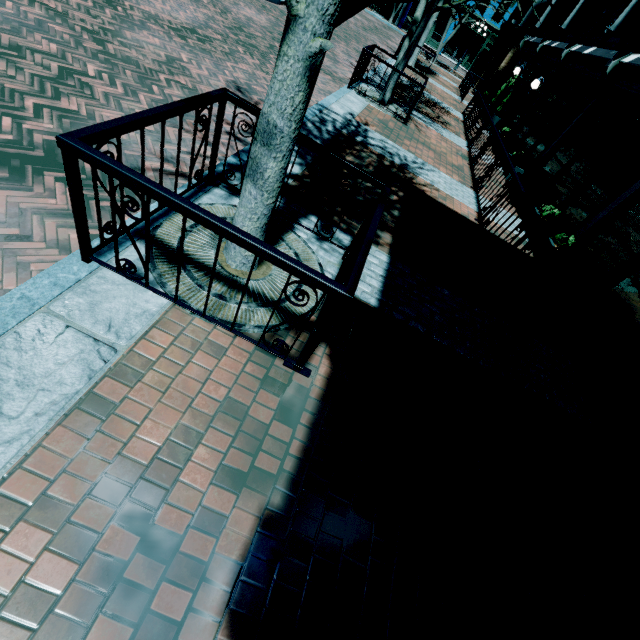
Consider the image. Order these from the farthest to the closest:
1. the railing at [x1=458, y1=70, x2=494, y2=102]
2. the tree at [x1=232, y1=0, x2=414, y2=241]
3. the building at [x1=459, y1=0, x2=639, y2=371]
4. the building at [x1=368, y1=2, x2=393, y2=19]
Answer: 1. the building at [x1=368, y1=2, x2=393, y2=19]
2. the railing at [x1=458, y1=70, x2=494, y2=102]
3. the building at [x1=459, y1=0, x2=639, y2=371]
4. the tree at [x1=232, y1=0, x2=414, y2=241]

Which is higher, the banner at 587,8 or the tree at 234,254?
the banner at 587,8

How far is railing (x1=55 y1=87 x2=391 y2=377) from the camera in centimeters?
200cm

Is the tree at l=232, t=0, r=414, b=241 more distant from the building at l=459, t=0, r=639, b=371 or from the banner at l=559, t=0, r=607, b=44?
the banner at l=559, t=0, r=607, b=44

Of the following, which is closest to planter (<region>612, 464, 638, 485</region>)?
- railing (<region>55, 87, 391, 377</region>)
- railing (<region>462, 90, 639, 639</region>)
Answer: railing (<region>462, 90, 639, 639</region>)

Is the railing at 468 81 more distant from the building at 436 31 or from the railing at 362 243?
the railing at 362 243

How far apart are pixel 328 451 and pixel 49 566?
1.7m

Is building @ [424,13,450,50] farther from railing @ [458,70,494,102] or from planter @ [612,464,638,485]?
planter @ [612,464,638,485]
